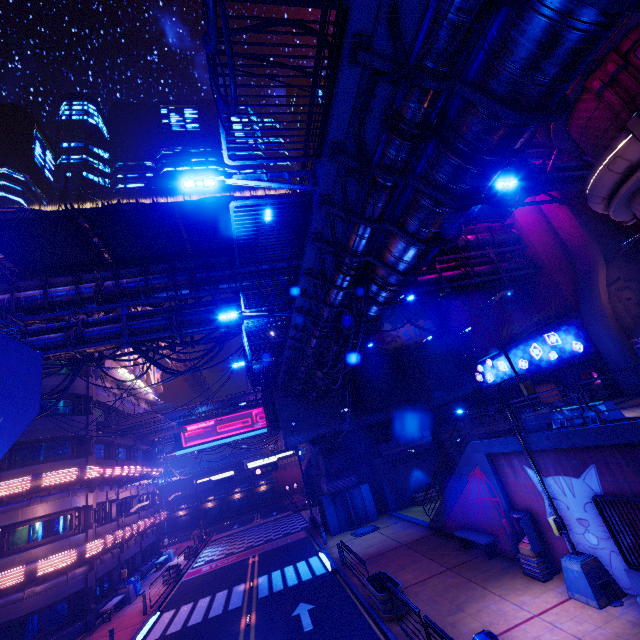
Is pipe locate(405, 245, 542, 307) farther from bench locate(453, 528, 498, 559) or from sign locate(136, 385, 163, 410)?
bench locate(453, 528, 498, 559)

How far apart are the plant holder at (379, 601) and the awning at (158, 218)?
18.5m

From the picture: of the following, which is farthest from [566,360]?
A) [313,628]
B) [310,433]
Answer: [313,628]

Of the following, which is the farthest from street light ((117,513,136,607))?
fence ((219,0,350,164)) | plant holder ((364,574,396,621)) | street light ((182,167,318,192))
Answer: fence ((219,0,350,164))

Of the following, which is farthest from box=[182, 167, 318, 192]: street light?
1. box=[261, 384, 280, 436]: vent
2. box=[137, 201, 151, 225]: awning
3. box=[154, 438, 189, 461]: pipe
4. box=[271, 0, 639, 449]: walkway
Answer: box=[154, 438, 189, 461]: pipe

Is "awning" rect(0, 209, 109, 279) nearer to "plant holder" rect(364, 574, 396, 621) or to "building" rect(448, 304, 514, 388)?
"plant holder" rect(364, 574, 396, 621)

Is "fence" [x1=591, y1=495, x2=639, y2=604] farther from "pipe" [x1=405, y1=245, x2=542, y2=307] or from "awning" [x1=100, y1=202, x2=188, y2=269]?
"awning" [x1=100, y1=202, x2=188, y2=269]

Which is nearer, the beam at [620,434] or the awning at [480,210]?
the beam at [620,434]
